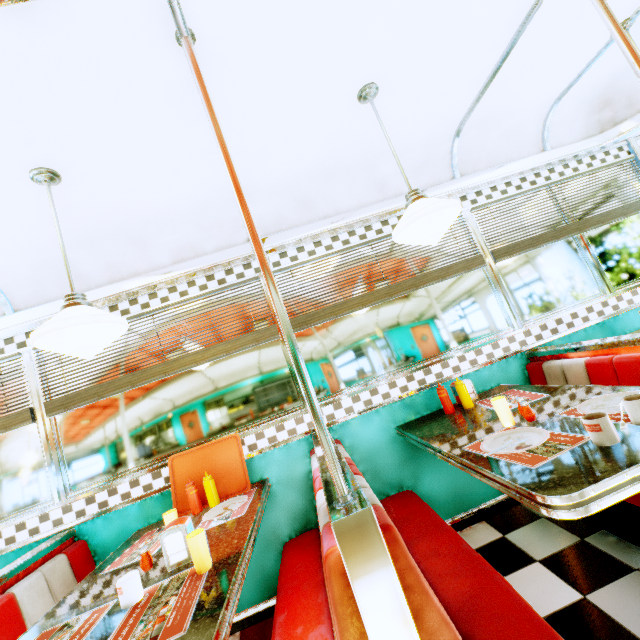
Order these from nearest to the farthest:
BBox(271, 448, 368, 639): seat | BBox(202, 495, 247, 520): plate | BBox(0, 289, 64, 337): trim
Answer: BBox(271, 448, 368, 639): seat
BBox(202, 495, 247, 520): plate
BBox(0, 289, 64, 337): trim

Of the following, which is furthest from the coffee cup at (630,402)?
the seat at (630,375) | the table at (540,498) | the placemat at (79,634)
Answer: the placemat at (79,634)

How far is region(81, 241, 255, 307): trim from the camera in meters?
2.6

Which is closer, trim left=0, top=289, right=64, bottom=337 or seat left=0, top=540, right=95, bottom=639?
seat left=0, top=540, right=95, bottom=639

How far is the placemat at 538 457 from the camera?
1.27m

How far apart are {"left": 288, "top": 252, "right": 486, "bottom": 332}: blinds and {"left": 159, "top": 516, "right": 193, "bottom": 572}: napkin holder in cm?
151

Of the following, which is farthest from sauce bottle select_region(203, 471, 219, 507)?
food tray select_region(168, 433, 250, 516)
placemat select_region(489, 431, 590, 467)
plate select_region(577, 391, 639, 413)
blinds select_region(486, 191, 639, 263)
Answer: blinds select_region(486, 191, 639, 263)

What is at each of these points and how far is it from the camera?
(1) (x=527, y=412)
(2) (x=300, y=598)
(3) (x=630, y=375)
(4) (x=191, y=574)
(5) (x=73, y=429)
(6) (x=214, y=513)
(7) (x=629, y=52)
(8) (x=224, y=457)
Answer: (1) salt and pepper shaker, 1.7 meters
(2) seat, 1.7 meters
(3) seat, 1.9 meters
(4) placemat, 1.4 meters
(5) window, 2.5 meters
(6) plate, 2.1 meters
(7) support pole, 1.5 meters
(8) food tray, 2.5 meters
